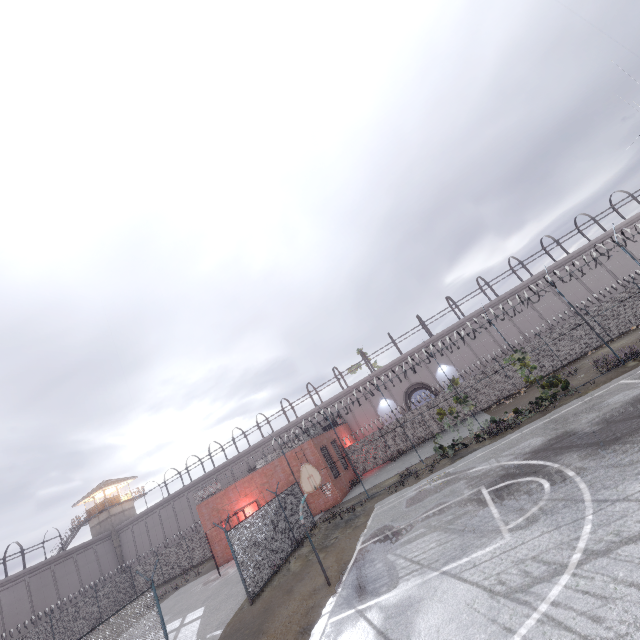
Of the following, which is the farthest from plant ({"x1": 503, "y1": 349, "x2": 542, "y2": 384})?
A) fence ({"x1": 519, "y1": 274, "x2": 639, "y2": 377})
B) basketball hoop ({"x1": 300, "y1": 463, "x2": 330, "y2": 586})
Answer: basketball hoop ({"x1": 300, "y1": 463, "x2": 330, "y2": 586})

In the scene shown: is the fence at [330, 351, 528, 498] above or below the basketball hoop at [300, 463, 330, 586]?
below

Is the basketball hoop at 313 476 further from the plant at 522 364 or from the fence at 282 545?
the plant at 522 364

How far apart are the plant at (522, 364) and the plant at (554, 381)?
1.5m

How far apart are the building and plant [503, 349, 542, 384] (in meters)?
53.28

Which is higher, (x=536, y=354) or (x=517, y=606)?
(x=536, y=354)

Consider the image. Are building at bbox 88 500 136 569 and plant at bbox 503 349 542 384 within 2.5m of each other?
no

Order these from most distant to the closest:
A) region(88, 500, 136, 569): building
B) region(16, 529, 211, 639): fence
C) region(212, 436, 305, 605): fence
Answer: region(88, 500, 136, 569): building
region(212, 436, 305, 605): fence
region(16, 529, 211, 639): fence
